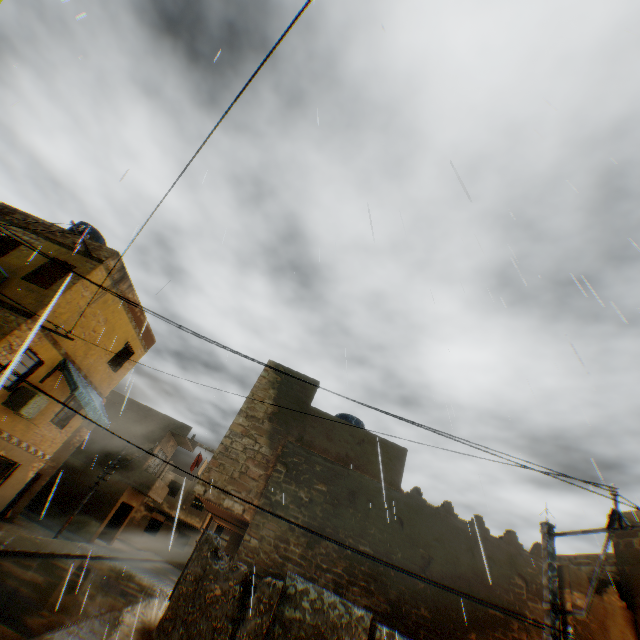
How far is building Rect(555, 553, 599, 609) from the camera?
8.9 meters

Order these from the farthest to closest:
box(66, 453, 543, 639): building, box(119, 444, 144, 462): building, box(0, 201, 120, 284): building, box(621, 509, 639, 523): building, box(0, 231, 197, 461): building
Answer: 1. box(119, 444, 144, 462): building
2. box(0, 201, 120, 284): building
3. box(0, 231, 197, 461): building
4. box(621, 509, 639, 523): building
5. box(66, 453, 543, 639): building

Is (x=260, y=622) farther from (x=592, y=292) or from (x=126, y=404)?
(x=126, y=404)

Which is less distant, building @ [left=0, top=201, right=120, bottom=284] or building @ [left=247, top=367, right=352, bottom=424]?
building @ [left=247, top=367, right=352, bottom=424]

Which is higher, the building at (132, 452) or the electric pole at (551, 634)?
the building at (132, 452)
